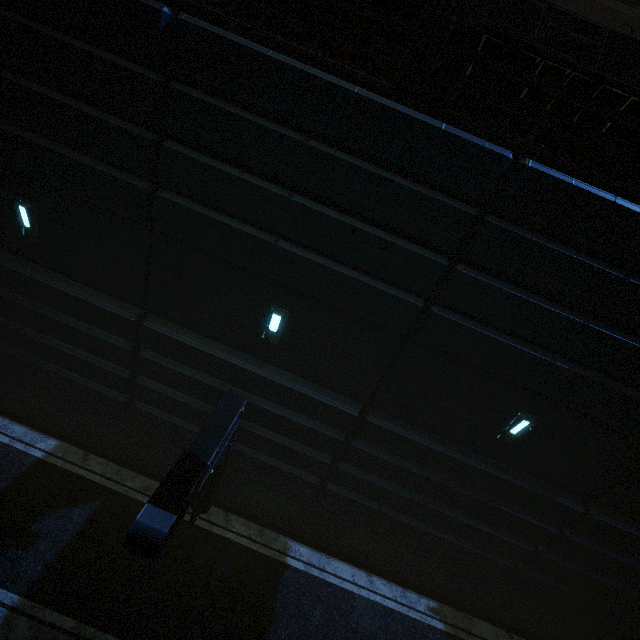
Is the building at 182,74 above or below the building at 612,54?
below

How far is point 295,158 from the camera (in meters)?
5.65

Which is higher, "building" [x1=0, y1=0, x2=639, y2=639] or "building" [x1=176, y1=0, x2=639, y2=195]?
"building" [x1=176, y1=0, x2=639, y2=195]
